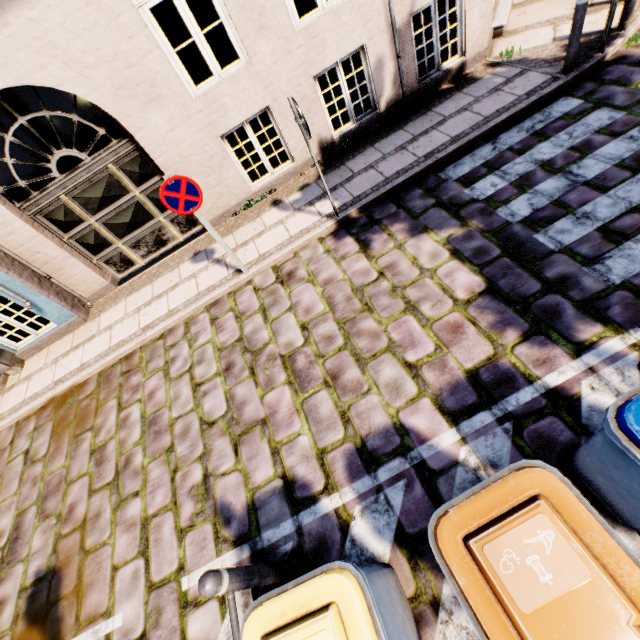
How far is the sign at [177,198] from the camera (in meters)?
4.23

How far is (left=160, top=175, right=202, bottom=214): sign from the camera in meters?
4.2

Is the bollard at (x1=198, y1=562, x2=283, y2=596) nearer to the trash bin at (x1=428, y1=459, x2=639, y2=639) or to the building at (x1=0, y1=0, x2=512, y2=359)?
the trash bin at (x1=428, y1=459, x2=639, y2=639)

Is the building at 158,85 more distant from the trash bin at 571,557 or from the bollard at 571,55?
the trash bin at 571,557

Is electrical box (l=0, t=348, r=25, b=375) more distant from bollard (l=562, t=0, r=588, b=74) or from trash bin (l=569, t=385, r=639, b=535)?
bollard (l=562, t=0, r=588, b=74)

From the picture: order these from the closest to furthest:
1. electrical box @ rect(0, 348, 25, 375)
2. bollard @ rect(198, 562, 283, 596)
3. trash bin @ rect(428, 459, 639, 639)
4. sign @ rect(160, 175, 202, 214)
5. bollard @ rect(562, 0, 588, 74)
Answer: trash bin @ rect(428, 459, 639, 639), bollard @ rect(198, 562, 283, 596), sign @ rect(160, 175, 202, 214), bollard @ rect(562, 0, 588, 74), electrical box @ rect(0, 348, 25, 375)

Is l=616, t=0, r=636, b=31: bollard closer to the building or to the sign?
the building

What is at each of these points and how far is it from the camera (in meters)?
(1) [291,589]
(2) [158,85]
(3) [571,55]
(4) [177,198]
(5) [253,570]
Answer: (1) trash bin, 1.96
(2) building, 5.07
(3) bollard, 5.21
(4) sign, 4.38
(5) bollard, 2.73
